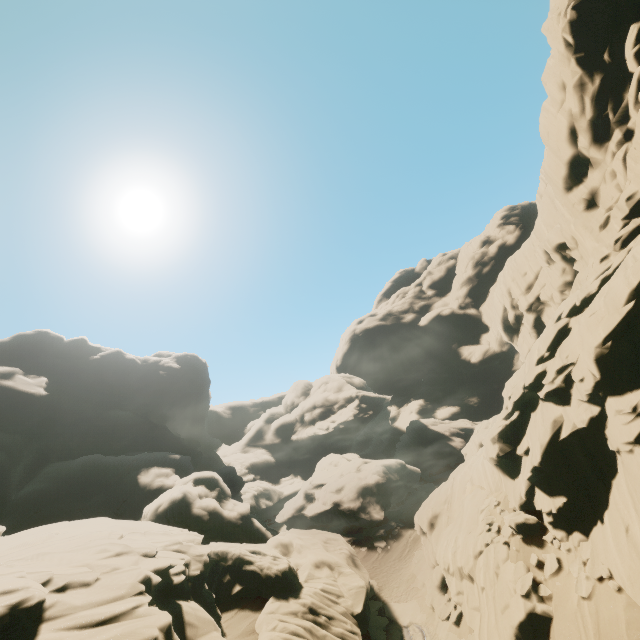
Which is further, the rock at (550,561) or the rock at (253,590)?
the rock at (550,561)

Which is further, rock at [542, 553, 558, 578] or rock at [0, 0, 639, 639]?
rock at [542, 553, 558, 578]

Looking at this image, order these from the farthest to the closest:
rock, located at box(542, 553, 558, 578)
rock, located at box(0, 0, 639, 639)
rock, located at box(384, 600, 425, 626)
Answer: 1. rock, located at box(384, 600, 425, 626)
2. rock, located at box(542, 553, 558, 578)
3. rock, located at box(0, 0, 639, 639)

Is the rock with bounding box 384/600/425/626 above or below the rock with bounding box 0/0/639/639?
below

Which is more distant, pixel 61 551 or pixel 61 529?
pixel 61 529

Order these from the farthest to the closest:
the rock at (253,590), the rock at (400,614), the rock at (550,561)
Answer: the rock at (400,614), the rock at (550,561), the rock at (253,590)

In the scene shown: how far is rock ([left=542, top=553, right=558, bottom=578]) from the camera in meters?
14.6 m
